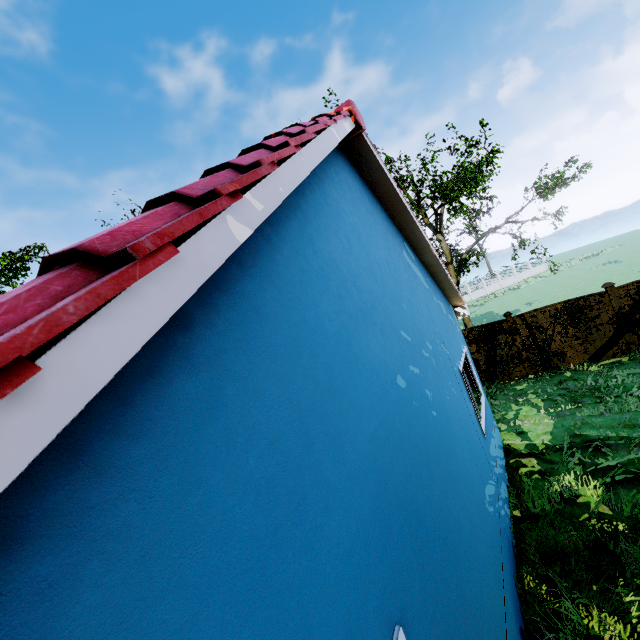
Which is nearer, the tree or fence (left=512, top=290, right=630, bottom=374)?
fence (left=512, top=290, right=630, bottom=374)

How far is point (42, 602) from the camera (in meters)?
0.73

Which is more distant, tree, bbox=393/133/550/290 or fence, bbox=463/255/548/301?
fence, bbox=463/255/548/301

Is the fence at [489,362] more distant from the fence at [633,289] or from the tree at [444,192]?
the tree at [444,192]

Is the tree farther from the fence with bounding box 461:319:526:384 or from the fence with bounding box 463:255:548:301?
the fence with bounding box 461:319:526:384

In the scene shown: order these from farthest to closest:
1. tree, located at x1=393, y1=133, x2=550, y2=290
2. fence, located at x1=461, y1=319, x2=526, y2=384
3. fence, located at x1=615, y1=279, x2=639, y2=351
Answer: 1. tree, located at x1=393, y1=133, x2=550, y2=290
2. fence, located at x1=461, y1=319, x2=526, y2=384
3. fence, located at x1=615, y1=279, x2=639, y2=351

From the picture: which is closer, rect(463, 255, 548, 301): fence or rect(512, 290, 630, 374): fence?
rect(512, 290, 630, 374): fence

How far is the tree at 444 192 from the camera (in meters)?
14.92
